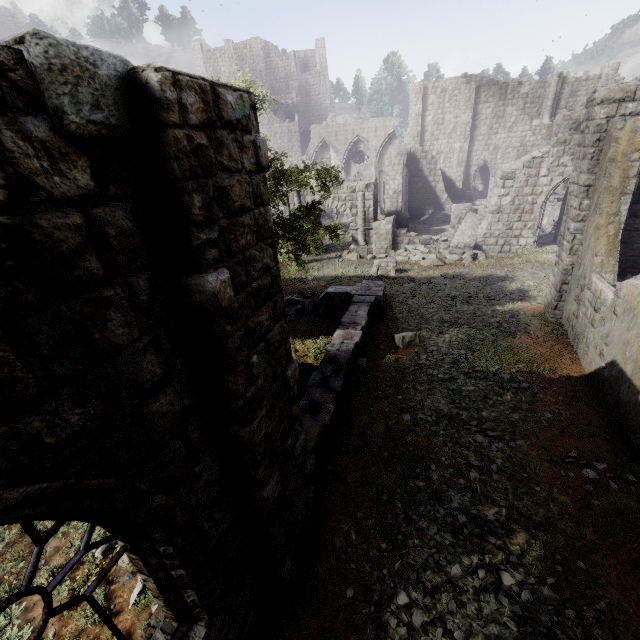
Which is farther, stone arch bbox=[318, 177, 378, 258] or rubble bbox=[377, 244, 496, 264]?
stone arch bbox=[318, 177, 378, 258]

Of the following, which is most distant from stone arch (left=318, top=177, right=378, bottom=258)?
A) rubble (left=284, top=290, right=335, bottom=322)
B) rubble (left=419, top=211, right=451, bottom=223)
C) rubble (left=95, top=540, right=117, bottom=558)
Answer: rubble (left=95, top=540, right=117, bottom=558)

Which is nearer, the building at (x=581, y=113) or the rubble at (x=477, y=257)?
the building at (x=581, y=113)

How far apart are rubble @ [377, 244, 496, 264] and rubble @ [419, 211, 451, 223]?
7.8m

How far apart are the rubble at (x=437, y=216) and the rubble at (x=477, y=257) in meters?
7.8 m

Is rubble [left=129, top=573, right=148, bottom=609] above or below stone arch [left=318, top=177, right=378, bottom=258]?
below

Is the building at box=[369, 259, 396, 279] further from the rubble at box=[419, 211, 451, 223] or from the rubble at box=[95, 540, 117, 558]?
the rubble at box=[419, 211, 451, 223]

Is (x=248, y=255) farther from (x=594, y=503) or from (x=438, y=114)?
(x=438, y=114)
